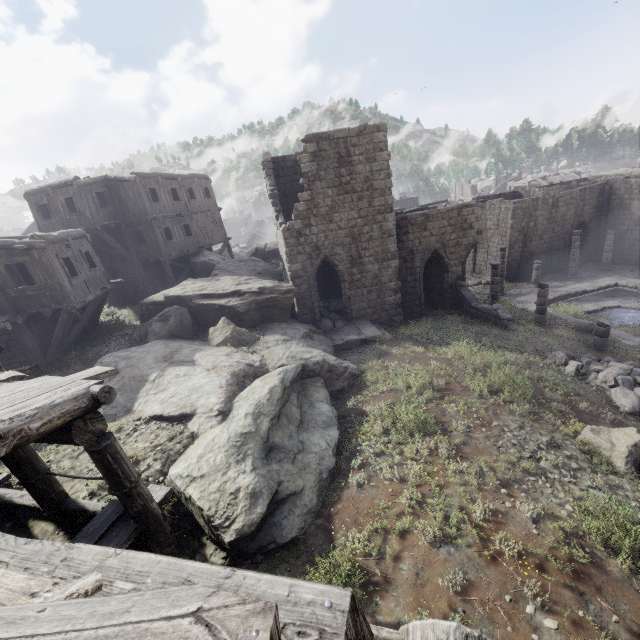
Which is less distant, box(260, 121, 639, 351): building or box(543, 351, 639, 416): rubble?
box(543, 351, 639, 416): rubble

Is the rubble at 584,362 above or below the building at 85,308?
below

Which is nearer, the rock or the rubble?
the rock

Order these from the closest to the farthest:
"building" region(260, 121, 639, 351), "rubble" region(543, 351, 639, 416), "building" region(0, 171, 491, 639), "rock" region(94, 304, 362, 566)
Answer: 1. "building" region(0, 171, 491, 639)
2. "rock" region(94, 304, 362, 566)
3. "rubble" region(543, 351, 639, 416)
4. "building" region(260, 121, 639, 351)

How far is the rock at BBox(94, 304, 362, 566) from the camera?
6.35m

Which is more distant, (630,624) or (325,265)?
(325,265)

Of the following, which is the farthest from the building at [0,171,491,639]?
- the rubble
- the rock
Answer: the rubble

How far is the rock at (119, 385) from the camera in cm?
635
